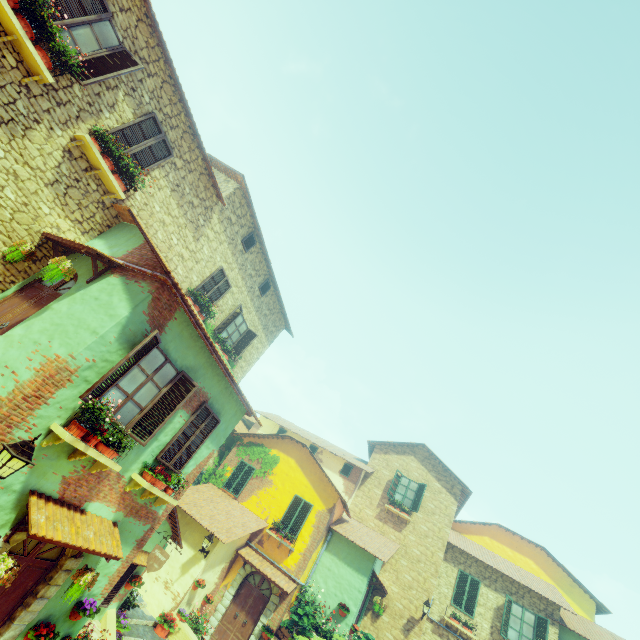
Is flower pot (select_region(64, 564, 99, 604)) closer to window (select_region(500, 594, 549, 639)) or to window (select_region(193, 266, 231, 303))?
window (select_region(193, 266, 231, 303))

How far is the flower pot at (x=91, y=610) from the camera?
6.82m

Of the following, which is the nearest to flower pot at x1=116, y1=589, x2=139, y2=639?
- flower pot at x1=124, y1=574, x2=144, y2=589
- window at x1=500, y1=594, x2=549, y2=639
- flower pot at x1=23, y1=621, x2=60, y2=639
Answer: flower pot at x1=124, y1=574, x2=144, y2=589

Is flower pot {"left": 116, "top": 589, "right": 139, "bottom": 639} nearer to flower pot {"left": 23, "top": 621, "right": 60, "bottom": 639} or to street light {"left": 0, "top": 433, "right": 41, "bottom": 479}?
flower pot {"left": 23, "top": 621, "right": 60, "bottom": 639}

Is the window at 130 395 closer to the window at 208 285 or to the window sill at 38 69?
the window sill at 38 69

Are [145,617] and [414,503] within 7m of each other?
no

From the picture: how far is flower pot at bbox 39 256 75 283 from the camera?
6.1m

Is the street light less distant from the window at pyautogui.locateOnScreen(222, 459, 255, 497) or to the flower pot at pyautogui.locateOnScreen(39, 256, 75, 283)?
the flower pot at pyautogui.locateOnScreen(39, 256, 75, 283)
